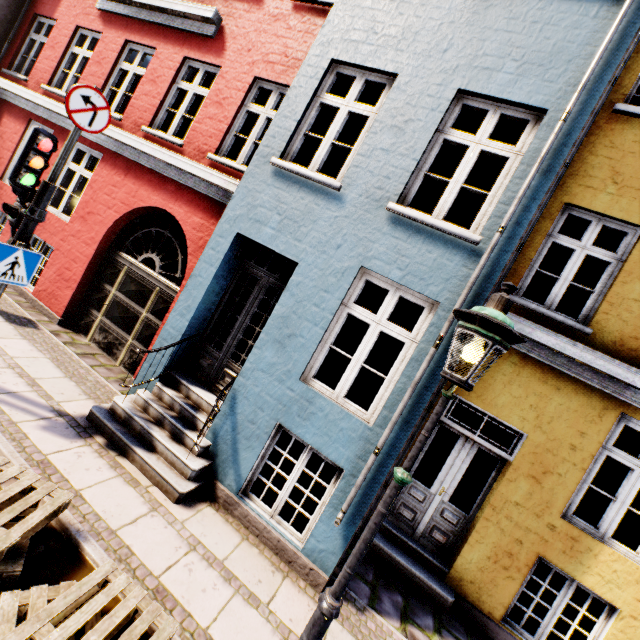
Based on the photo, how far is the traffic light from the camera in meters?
3.8 m

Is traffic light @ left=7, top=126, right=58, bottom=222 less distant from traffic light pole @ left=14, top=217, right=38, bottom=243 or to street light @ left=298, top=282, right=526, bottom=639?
traffic light pole @ left=14, top=217, right=38, bottom=243

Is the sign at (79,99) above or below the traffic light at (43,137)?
above

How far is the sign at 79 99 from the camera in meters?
3.9

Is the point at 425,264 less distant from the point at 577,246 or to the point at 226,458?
the point at 577,246

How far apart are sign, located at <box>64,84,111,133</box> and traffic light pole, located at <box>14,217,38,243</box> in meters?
1.3 m

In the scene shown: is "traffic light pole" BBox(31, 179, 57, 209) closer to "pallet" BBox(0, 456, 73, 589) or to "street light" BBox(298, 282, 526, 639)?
"pallet" BBox(0, 456, 73, 589)

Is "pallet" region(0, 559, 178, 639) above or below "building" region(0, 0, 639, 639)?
below
